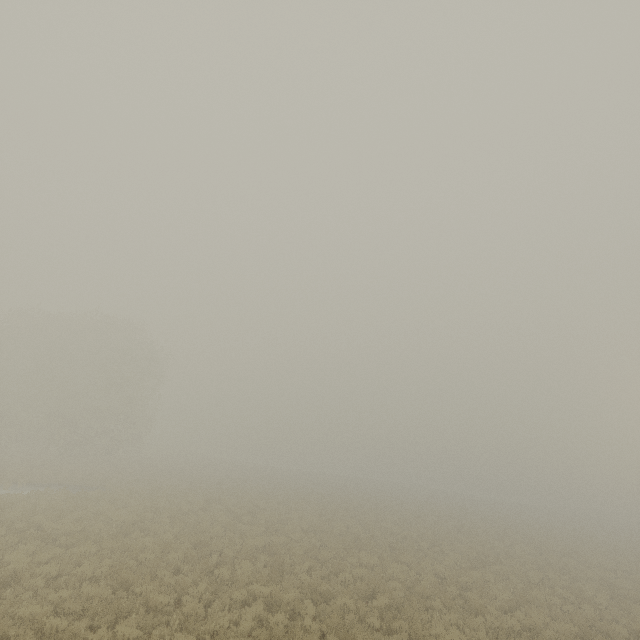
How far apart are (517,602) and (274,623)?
10.88m
